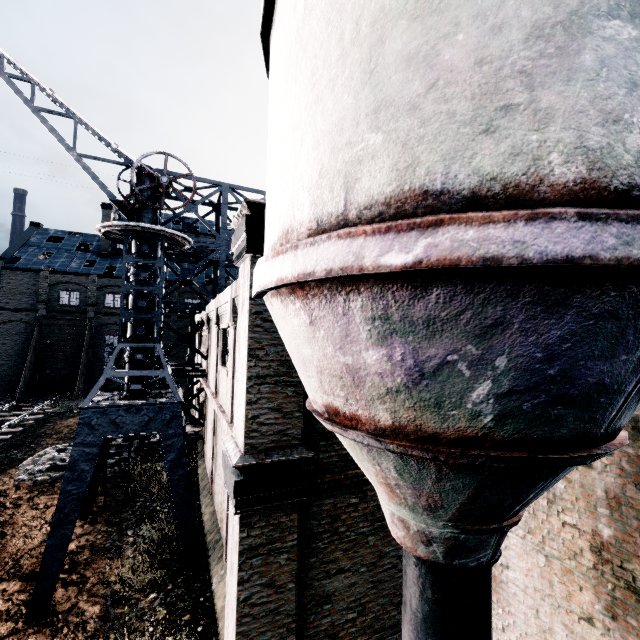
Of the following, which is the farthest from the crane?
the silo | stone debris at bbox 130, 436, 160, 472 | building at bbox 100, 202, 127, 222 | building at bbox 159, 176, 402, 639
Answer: building at bbox 100, 202, 127, 222

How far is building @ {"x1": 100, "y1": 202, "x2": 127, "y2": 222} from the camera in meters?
43.4

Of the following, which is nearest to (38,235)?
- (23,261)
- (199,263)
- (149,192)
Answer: (23,261)

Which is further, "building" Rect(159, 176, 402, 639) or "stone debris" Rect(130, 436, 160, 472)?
"stone debris" Rect(130, 436, 160, 472)

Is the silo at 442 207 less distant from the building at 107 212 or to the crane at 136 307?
the crane at 136 307

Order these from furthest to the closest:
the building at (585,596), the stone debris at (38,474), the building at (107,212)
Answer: the building at (107,212) < the stone debris at (38,474) < the building at (585,596)

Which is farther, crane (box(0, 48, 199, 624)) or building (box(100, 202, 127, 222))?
building (box(100, 202, 127, 222))

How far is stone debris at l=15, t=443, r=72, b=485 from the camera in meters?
15.3 m
